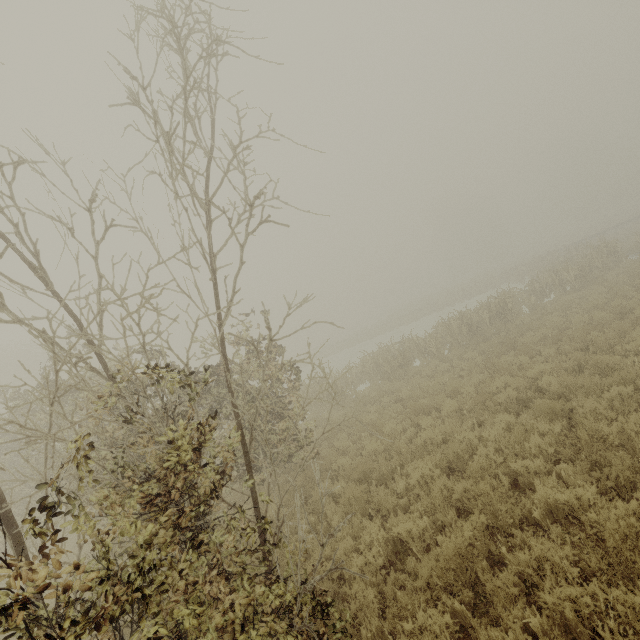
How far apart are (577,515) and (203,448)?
5.4m
